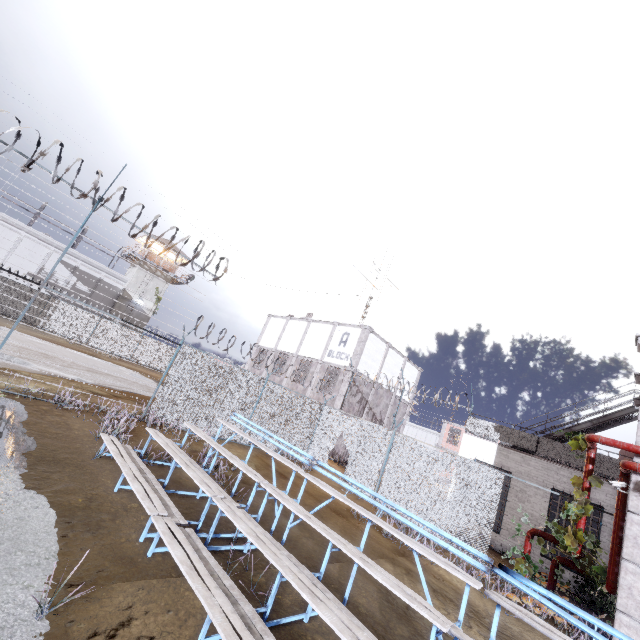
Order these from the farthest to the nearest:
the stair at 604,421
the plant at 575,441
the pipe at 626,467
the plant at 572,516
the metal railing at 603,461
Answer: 1. the stair at 604,421
2. the metal railing at 603,461
3. the plant at 575,441
4. the plant at 572,516
5. the pipe at 626,467

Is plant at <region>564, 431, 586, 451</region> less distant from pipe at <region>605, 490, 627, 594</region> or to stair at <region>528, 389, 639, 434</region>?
pipe at <region>605, 490, 627, 594</region>

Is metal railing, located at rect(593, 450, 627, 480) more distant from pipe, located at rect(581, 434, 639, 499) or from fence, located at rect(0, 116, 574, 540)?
pipe, located at rect(581, 434, 639, 499)

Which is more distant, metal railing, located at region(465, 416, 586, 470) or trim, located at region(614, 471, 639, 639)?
metal railing, located at region(465, 416, 586, 470)

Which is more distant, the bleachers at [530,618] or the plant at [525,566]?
the plant at [525,566]

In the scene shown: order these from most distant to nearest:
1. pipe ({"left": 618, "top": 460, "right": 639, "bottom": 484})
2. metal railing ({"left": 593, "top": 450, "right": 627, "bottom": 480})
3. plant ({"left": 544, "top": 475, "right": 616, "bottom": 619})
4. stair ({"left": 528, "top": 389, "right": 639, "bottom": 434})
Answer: stair ({"left": 528, "top": 389, "right": 639, "bottom": 434}) → metal railing ({"left": 593, "top": 450, "right": 627, "bottom": 480}) → plant ({"left": 544, "top": 475, "right": 616, "bottom": 619}) → pipe ({"left": 618, "top": 460, "right": 639, "bottom": 484})

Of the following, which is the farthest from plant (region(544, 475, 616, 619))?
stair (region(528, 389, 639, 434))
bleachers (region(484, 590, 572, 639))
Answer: bleachers (region(484, 590, 572, 639))

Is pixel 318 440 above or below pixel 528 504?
below
